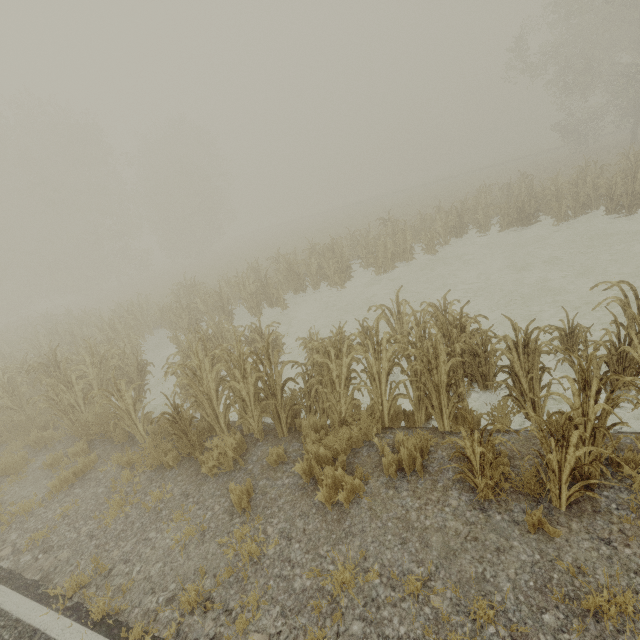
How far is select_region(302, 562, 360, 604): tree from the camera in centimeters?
310cm

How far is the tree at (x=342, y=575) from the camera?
3.10m

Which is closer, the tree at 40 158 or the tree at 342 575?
the tree at 342 575

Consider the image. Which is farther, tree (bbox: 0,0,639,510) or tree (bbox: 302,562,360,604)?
tree (bbox: 0,0,639,510)

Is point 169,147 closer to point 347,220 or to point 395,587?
point 347,220
